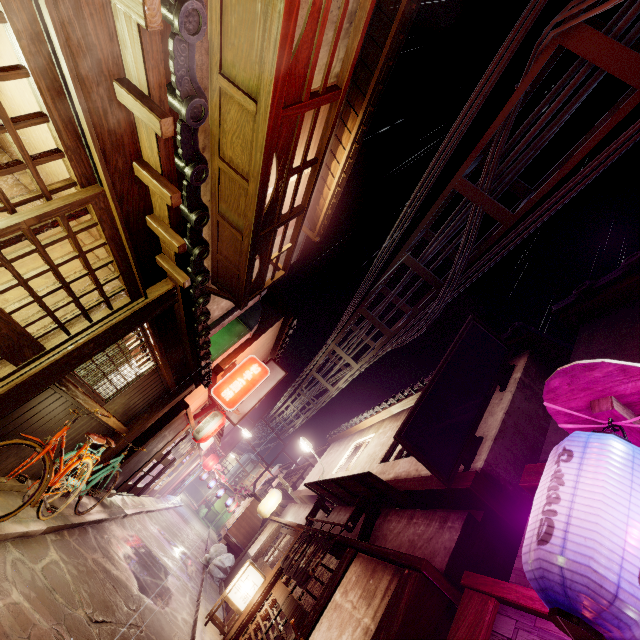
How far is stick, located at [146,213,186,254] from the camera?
6.1 meters

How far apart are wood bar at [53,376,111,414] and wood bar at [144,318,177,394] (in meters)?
2.02

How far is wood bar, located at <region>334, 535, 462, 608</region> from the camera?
6.84m

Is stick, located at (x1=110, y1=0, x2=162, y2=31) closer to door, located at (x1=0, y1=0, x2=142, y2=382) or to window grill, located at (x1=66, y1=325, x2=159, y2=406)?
door, located at (x1=0, y1=0, x2=142, y2=382)

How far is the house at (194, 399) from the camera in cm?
1764

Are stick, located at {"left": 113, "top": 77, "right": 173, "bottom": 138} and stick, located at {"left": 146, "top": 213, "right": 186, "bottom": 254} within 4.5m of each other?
yes

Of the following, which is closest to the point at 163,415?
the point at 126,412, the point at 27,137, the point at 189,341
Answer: the point at 126,412

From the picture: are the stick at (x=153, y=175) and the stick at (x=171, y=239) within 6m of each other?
yes
